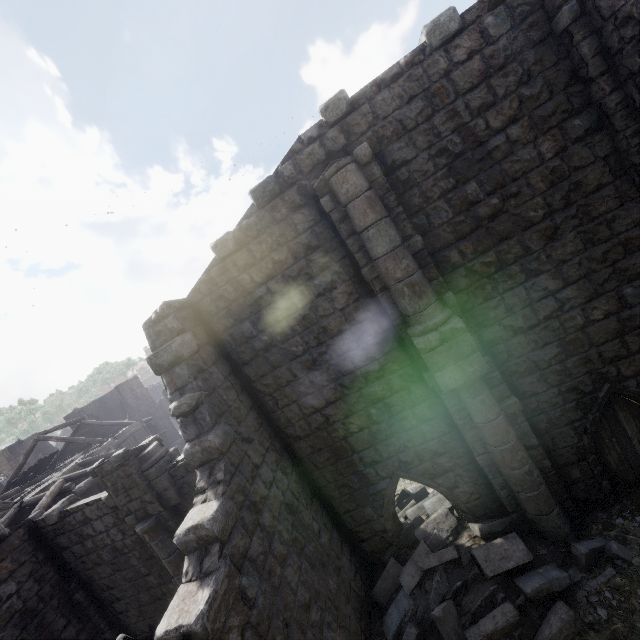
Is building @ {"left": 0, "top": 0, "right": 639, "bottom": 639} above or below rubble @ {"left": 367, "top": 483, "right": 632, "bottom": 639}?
above

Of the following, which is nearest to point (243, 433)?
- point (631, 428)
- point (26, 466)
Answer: point (631, 428)

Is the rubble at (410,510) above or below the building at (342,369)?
below
